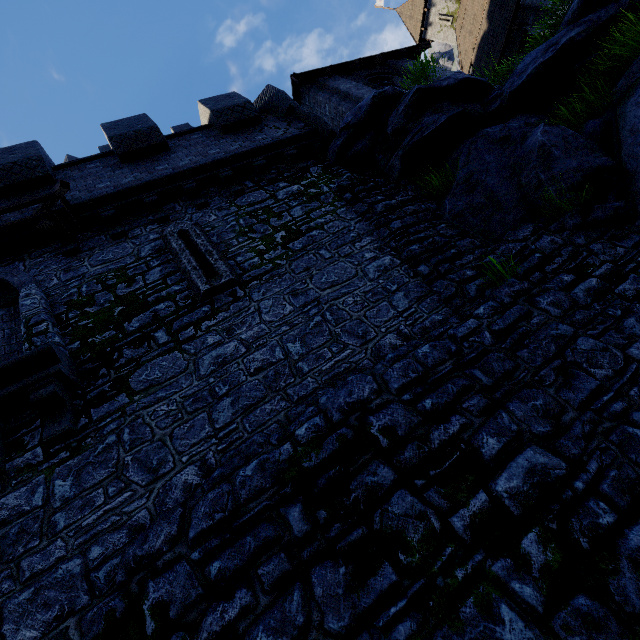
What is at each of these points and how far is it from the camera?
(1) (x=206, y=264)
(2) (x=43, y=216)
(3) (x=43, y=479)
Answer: (1) window slit, 6.53m
(2) awning, 6.41m
(3) building tower, 4.13m

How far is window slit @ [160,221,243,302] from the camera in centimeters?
609cm

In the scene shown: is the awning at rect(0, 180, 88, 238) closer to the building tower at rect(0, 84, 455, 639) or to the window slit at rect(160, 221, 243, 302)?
the building tower at rect(0, 84, 455, 639)

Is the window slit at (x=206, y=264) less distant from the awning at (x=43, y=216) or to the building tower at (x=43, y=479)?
the building tower at (x=43, y=479)

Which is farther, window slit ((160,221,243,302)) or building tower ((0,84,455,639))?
window slit ((160,221,243,302))

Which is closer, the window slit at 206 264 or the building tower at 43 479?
the building tower at 43 479

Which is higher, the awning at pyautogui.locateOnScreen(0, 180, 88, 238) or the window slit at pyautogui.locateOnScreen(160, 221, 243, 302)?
the awning at pyautogui.locateOnScreen(0, 180, 88, 238)
